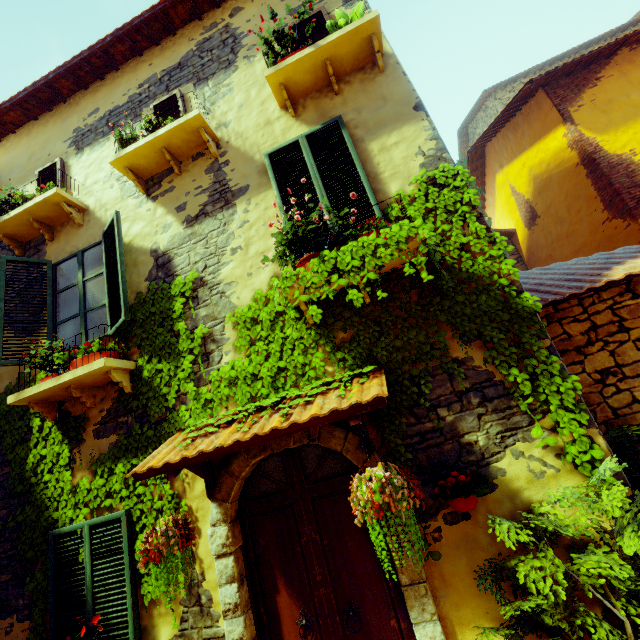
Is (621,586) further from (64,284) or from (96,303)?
(64,284)

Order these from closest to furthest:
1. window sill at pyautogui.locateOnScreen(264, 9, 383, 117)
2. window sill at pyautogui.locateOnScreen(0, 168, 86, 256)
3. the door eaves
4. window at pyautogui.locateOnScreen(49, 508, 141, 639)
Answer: the door eaves → window at pyautogui.locateOnScreen(49, 508, 141, 639) → window sill at pyautogui.locateOnScreen(264, 9, 383, 117) → window sill at pyautogui.locateOnScreen(0, 168, 86, 256)

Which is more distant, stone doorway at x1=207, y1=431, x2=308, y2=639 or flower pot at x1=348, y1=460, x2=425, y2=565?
stone doorway at x1=207, y1=431, x2=308, y2=639

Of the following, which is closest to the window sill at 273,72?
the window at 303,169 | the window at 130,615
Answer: the window at 303,169

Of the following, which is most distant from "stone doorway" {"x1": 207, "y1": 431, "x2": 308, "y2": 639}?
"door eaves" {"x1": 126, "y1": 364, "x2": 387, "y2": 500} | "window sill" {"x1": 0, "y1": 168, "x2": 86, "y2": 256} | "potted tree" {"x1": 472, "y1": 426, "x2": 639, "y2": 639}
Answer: "window sill" {"x1": 0, "y1": 168, "x2": 86, "y2": 256}

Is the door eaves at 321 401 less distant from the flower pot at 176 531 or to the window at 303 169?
the flower pot at 176 531

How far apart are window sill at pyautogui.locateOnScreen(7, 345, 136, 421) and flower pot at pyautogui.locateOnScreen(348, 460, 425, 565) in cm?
299

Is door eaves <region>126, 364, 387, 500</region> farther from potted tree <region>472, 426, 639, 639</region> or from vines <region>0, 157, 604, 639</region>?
potted tree <region>472, 426, 639, 639</region>
